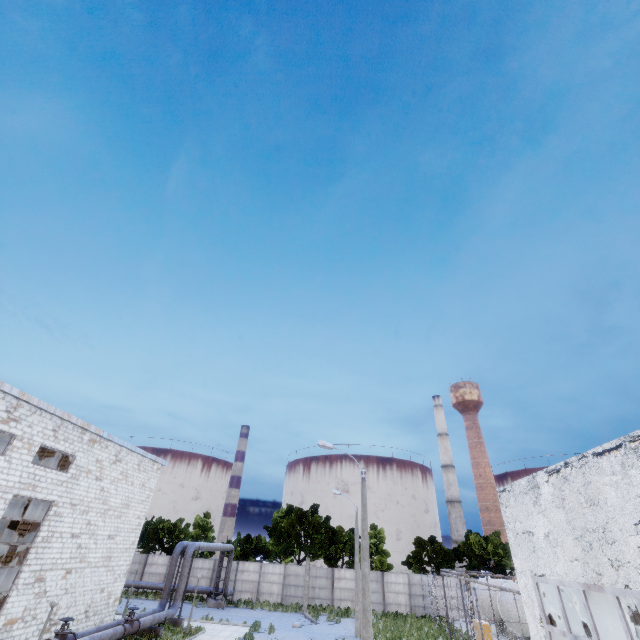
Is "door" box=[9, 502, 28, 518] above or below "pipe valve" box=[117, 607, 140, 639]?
above

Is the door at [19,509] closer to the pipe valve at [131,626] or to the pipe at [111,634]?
the pipe at [111,634]

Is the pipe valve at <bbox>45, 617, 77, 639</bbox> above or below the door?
below

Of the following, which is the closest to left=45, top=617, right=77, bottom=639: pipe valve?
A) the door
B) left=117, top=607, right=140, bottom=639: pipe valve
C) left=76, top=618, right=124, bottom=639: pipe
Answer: left=76, top=618, right=124, bottom=639: pipe

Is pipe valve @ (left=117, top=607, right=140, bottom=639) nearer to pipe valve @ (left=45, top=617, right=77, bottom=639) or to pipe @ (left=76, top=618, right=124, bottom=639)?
pipe @ (left=76, top=618, right=124, bottom=639)

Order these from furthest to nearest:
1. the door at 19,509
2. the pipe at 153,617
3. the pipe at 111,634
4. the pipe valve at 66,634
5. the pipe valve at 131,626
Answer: the pipe at 153,617 → the door at 19,509 → the pipe valve at 131,626 → the pipe at 111,634 → the pipe valve at 66,634

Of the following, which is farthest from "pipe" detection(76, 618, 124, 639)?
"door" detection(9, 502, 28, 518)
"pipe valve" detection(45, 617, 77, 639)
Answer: "door" detection(9, 502, 28, 518)

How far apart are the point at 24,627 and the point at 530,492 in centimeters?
2604cm
